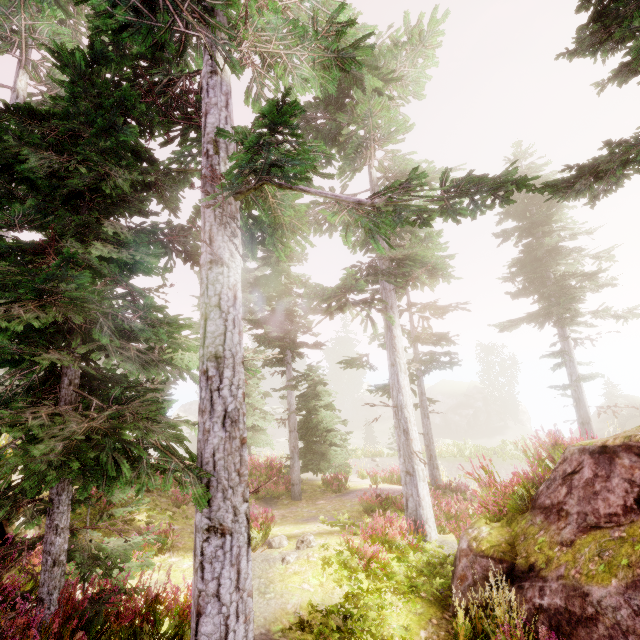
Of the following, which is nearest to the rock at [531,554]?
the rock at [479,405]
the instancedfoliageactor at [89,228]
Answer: the instancedfoliageactor at [89,228]

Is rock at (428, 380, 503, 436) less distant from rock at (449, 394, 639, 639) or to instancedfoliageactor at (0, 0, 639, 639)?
instancedfoliageactor at (0, 0, 639, 639)

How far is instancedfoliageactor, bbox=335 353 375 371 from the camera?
12.4m

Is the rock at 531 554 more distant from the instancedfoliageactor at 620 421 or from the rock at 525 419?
the rock at 525 419

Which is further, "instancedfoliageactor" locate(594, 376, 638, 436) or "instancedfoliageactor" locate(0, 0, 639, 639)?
"instancedfoliageactor" locate(594, 376, 638, 436)

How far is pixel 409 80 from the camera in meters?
11.4

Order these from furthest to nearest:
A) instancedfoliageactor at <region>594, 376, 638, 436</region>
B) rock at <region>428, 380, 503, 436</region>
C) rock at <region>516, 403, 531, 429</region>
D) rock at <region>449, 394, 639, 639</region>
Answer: rock at <region>516, 403, 531, 429</region>
rock at <region>428, 380, 503, 436</region>
instancedfoliageactor at <region>594, 376, 638, 436</region>
rock at <region>449, 394, 639, 639</region>

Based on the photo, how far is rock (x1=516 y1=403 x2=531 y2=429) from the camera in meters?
50.6
